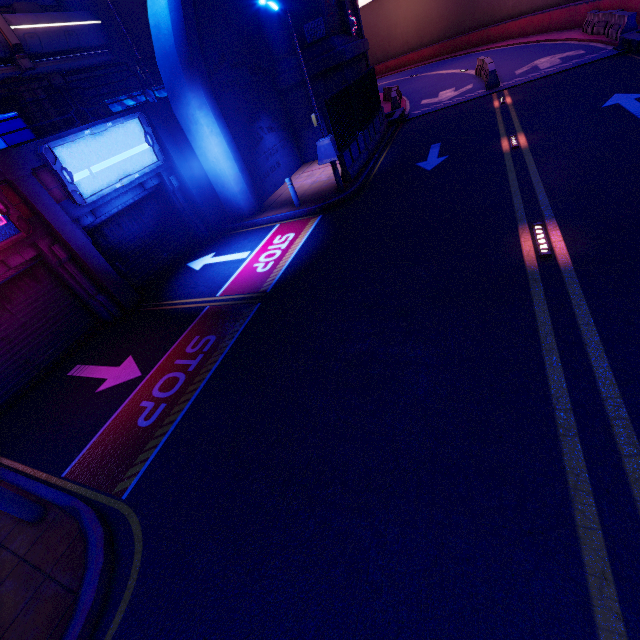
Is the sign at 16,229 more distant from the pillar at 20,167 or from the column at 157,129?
the column at 157,129

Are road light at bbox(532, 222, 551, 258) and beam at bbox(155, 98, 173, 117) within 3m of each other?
no

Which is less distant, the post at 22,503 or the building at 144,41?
the post at 22,503

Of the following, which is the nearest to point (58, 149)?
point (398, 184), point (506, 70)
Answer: point (398, 184)

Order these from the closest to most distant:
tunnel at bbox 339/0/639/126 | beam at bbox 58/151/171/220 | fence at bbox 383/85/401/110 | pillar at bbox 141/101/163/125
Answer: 1. beam at bbox 58/151/171/220
2. pillar at bbox 141/101/163/125
3. tunnel at bbox 339/0/639/126
4. fence at bbox 383/85/401/110

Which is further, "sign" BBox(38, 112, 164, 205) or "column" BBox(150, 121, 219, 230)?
"column" BBox(150, 121, 219, 230)

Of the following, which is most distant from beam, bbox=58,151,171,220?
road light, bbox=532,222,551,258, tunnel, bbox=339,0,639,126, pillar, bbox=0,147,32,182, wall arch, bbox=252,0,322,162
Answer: road light, bbox=532,222,551,258

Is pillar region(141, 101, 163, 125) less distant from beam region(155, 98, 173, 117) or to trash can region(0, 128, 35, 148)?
beam region(155, 98, 173, 117)
